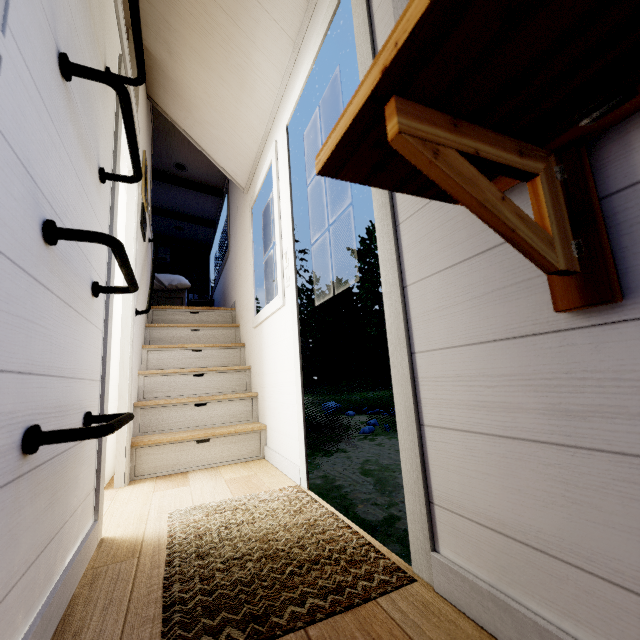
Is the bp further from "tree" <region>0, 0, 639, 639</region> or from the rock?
the rock

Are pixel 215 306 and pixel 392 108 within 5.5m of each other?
no

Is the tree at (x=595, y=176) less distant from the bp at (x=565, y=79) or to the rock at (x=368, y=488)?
the bp at (x=565, y=79)

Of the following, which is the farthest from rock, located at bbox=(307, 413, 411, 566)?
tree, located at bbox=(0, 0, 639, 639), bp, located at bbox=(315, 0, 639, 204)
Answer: bp, located at bbox=(315, 0, 639, 204)

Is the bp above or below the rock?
above

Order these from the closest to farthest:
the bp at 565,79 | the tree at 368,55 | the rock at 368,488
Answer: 1. the bp at 565,79
2. the tree at 368,55
3. the rock at 368,488

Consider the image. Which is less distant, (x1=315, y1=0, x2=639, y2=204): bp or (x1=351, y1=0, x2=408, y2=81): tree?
A: (x1=315, y1=0, x2=639, y2=204): bp
